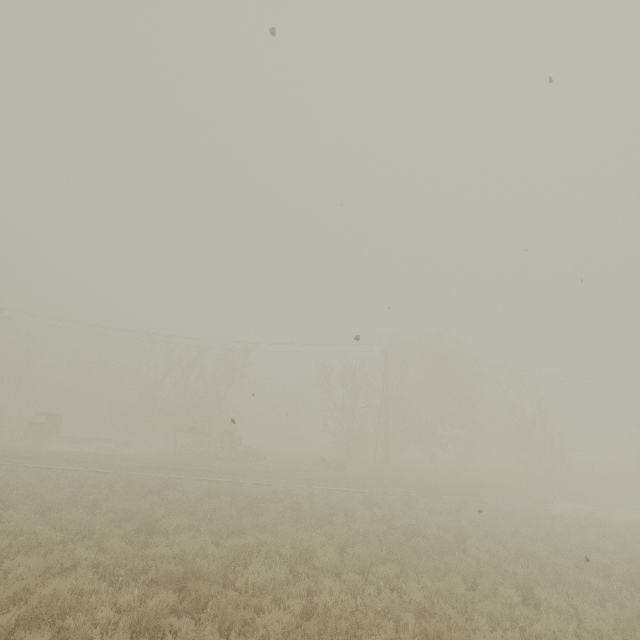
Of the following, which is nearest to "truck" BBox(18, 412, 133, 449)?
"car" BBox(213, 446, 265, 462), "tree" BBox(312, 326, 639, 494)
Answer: "car" BBox(213, 446, 265, 462)

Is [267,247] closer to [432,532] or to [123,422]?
[432,532]

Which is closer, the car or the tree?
the car

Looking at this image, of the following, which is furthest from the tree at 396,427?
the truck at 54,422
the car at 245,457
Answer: the truck at 54,422

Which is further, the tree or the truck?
the tree

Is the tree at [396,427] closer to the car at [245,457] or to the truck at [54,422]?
the car at [245,457]

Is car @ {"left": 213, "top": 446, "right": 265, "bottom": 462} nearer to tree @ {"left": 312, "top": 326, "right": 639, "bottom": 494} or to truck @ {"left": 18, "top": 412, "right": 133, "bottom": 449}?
tree @ {"left": 312, "top": 326, "right": 639, "bottom": 494}
